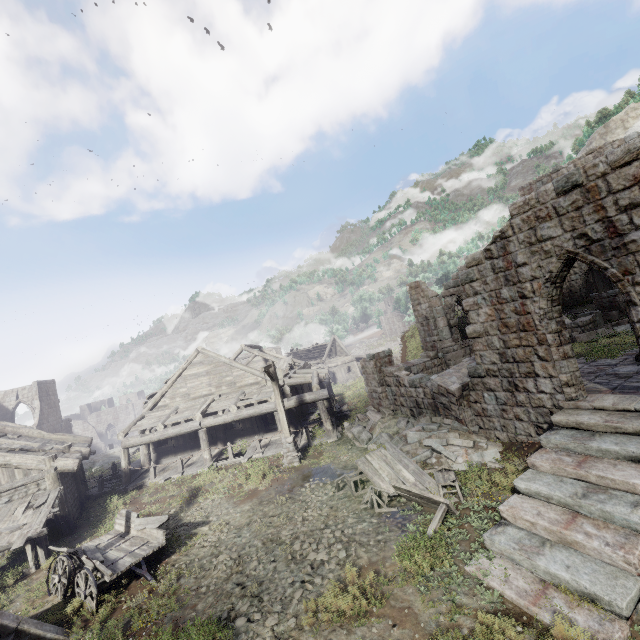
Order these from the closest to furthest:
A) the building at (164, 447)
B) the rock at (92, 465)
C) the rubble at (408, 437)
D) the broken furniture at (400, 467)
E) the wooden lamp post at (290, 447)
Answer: the broken furniture at (400, 467), the rubble at (408, 437), the building at (164, 447), the wooden lamp post at (290, 447), the rock at (92, 465)

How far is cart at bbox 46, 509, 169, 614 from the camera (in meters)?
8.32

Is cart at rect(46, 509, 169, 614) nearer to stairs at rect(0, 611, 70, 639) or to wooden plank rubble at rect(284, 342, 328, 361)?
stairs at rect(0, 611, 70, 639)

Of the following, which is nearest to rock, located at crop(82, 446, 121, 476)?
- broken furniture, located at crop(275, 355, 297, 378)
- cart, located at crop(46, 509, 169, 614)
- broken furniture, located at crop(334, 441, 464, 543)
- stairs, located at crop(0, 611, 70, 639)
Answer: broken furniture, located at crop(275, 355, 297, 378)

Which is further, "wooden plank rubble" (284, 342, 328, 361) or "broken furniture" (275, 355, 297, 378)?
"wooden plank rubble" (284, 342, 328, 361)

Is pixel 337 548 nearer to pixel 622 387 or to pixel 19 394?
pixel 622 387

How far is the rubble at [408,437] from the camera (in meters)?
10.69

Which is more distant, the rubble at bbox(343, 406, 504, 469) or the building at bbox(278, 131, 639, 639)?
the rubble at bbox(343, 406, 504, 469)
